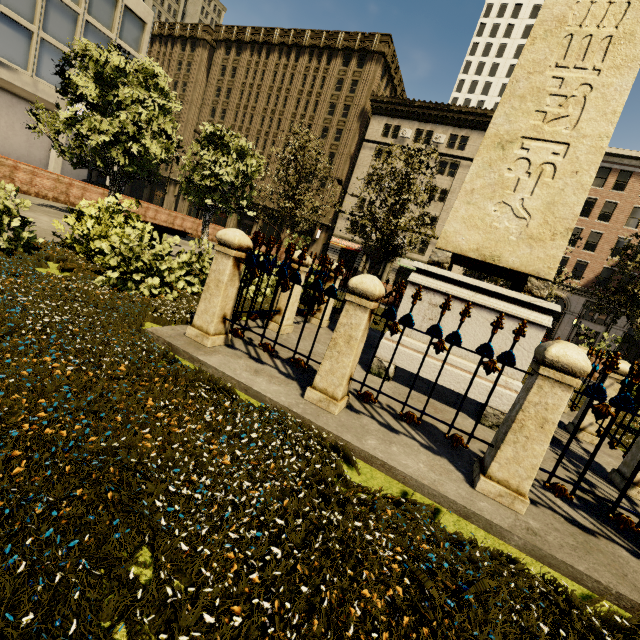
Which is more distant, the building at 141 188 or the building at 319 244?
the building at 141 188

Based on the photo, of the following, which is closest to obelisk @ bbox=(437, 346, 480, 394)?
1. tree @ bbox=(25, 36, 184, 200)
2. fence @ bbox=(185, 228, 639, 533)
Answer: fence @ bbox=(185, 228, 639, 533)

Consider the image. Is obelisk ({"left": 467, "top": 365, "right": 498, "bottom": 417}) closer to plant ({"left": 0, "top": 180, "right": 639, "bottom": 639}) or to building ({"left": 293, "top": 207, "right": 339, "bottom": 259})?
plant ({"left": 0, "top": 180, "right": 639, "bottom": 639})

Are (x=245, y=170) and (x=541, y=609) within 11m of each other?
no

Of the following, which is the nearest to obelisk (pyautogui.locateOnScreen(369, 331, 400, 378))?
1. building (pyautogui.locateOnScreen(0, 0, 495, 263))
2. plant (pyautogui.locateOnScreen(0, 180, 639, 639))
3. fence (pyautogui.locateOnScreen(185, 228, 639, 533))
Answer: fence (pyautogui.locateOnScreen(185, 228, 639, 533))

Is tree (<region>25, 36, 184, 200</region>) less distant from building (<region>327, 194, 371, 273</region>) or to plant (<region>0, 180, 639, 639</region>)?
plant (<region>0, 180, 639, 639</region>)

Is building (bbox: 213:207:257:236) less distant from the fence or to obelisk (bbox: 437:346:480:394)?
the fence
